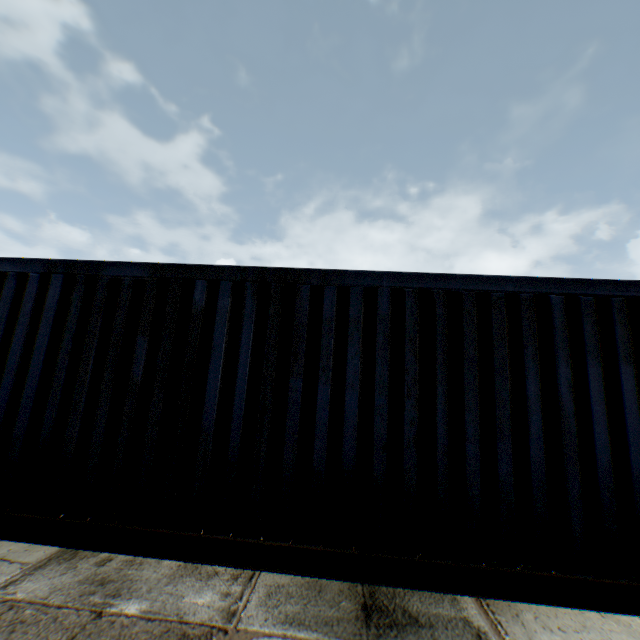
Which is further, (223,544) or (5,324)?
(5,324)
